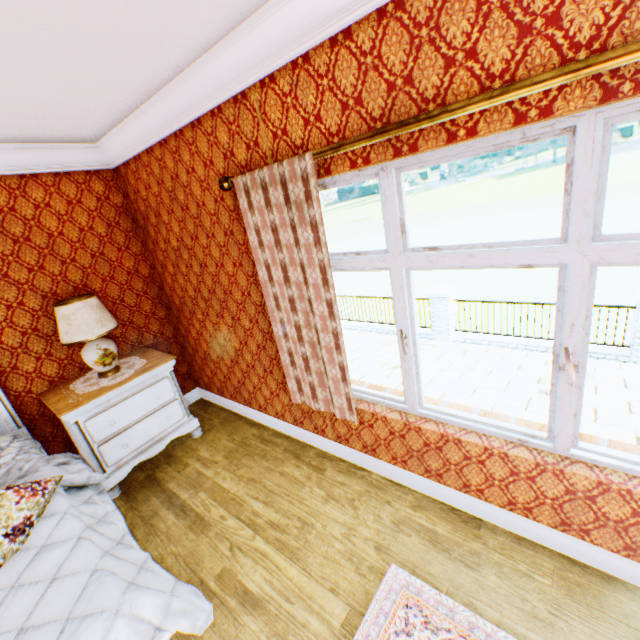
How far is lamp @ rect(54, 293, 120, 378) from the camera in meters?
2.9 m

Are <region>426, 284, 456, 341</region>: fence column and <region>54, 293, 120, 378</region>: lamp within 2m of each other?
no

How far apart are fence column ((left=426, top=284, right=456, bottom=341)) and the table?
10.0 meters

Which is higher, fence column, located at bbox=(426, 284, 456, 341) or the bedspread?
the bedspread

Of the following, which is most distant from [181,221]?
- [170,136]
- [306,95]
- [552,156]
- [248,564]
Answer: [552,156]

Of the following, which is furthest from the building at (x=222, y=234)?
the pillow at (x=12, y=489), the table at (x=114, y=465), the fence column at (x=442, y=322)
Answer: the fence column at (x=442, y=322)

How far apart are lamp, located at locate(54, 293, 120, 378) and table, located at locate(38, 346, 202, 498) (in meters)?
0.28

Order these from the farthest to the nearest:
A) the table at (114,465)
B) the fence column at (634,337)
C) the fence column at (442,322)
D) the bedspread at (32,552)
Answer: the fence column at (442,322) → the fence column at (634,337) → the table at (114,465) → the bedspread at (32,552)
